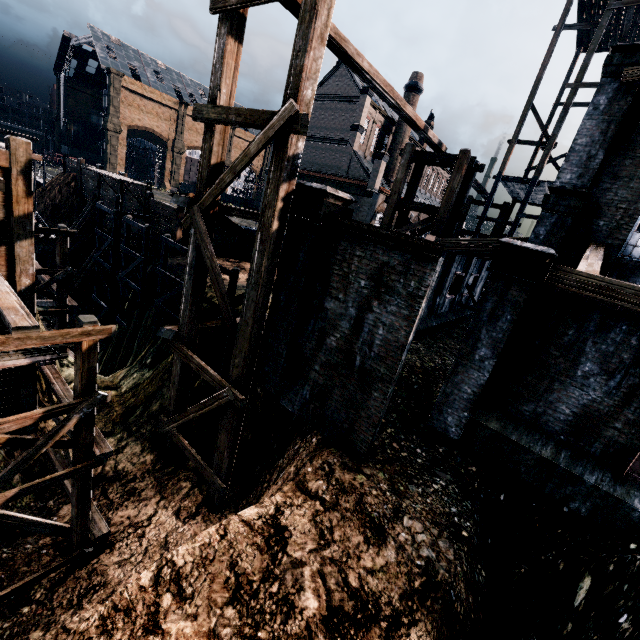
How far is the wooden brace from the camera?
28.2m

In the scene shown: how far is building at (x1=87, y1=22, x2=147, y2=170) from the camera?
56.0 meters

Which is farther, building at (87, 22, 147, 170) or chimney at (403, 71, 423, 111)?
building at (87, 22, 147, 170)

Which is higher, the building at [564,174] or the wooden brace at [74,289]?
the building at [564,174]

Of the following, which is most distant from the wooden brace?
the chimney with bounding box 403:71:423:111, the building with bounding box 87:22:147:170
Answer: the chimney with bounding box 403:71:423:111

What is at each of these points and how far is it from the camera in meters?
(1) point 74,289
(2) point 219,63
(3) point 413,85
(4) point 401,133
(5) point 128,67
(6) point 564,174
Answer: (1) wooden brace, 28.1 m
(2) wooden scaffolding, 9.1 m
(3) chimney, 43.0 m
(4) chimney, 45.2 m
(5) building, 59.7 m
(6) building, 11.9 m

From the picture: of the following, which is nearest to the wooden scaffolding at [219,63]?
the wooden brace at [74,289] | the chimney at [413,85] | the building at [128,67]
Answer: the building at [128,67]
